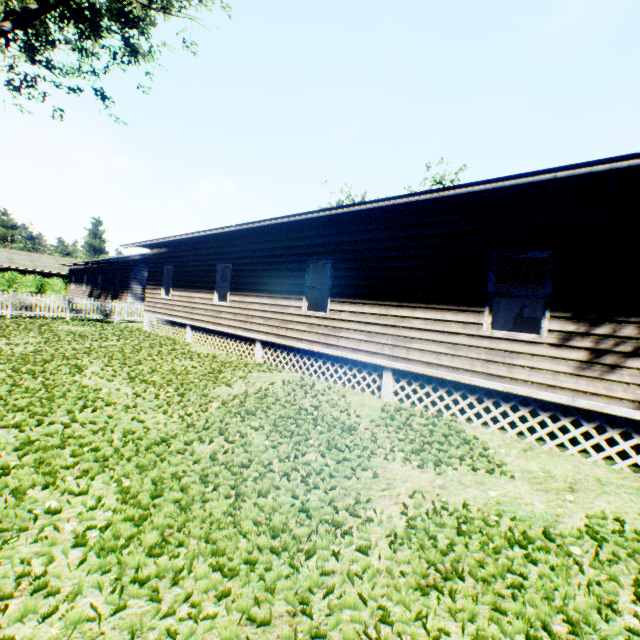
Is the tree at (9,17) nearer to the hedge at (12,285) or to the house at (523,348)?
the house at (523,348)

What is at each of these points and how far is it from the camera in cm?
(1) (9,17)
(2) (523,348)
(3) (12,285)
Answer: (1) tree, 1445
(2) house, 585
(3) hedge, 3534

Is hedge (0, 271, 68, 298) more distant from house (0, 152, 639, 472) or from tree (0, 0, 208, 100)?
tree (0, 0, 208, 100)

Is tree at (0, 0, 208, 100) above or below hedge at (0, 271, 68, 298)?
above

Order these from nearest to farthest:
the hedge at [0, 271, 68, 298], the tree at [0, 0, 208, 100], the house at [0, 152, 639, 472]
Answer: the house at [0, 152, 639, 472]
the tree at [0, 0, 208, 100]
the hedge at [0, 271, 68, 298]

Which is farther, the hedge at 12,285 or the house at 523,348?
the hedge at 12,285

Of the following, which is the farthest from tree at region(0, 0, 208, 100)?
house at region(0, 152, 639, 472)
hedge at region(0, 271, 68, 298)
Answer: hedge at region(0, 271, 68, 298)
